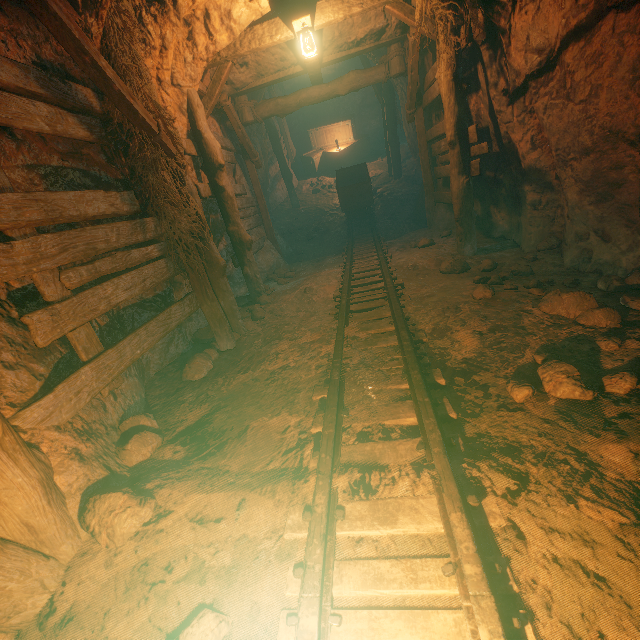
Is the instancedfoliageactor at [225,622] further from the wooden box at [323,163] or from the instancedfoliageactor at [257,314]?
the wooden box at [323,163]

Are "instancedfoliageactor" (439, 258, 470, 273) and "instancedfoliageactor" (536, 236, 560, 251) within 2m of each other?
yes

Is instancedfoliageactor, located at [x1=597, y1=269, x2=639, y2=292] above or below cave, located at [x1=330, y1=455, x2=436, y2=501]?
below

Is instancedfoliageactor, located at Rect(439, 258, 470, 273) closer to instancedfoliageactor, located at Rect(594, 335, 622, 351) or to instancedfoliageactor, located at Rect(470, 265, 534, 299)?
instancedfoliageactor, located at Rect(470, 265, 534, 299)

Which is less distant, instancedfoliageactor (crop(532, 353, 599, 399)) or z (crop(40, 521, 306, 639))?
z (crop(40, 521, 306, 639))

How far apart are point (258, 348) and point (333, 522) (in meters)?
2.73

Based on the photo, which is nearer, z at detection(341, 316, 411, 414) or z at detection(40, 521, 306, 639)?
z at detection(40, 521, 306, 639)

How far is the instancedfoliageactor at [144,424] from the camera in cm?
272
